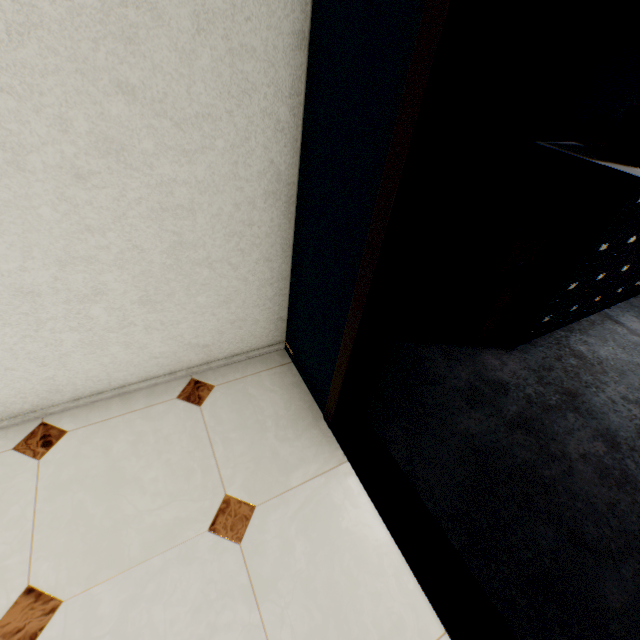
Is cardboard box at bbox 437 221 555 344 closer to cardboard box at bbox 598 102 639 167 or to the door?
cardboard box at bbox 598 102 639 167

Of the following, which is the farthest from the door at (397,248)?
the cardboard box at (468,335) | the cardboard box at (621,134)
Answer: the cardboard box at (621,134)

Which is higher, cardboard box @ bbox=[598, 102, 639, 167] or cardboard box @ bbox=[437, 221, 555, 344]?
cardboard box @ bbox=[598, 102, 639, 167]

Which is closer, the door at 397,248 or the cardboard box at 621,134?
the door at 397,248

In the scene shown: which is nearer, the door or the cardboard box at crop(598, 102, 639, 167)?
the door

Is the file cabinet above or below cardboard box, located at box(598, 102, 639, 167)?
below

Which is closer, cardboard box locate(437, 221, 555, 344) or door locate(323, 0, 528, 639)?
door locate(323, 0, 528, 639)

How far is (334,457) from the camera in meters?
1.7
